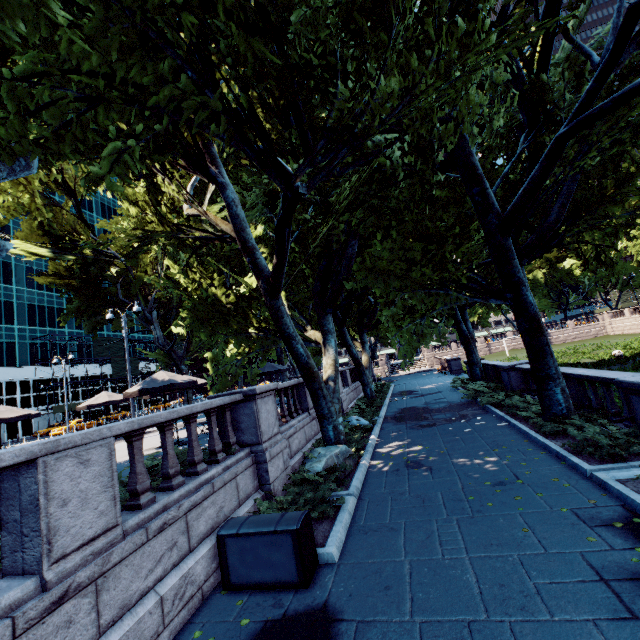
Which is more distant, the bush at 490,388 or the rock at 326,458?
the rock at 326,458

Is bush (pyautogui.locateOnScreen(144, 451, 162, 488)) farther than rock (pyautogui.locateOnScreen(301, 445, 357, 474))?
No

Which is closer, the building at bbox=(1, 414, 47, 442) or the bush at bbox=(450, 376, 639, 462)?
the bush at bbox=(450, 376, 639, 462)

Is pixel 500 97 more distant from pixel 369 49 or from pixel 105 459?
pixel 105 459

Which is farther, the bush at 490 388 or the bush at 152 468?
the bush at 490 388

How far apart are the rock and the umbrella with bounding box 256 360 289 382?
10.9m

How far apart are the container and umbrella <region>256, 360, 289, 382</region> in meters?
15.5

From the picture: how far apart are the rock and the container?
3.0 meters
